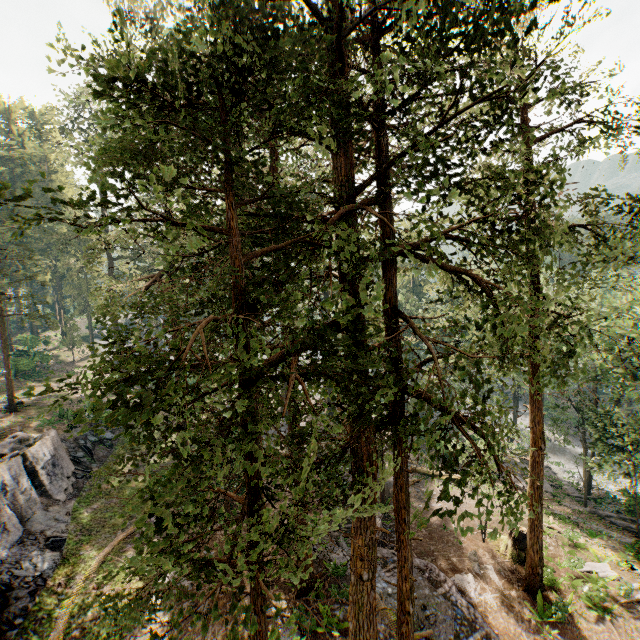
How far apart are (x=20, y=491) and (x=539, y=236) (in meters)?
27.04

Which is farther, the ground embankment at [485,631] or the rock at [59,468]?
the rock at [59,468]

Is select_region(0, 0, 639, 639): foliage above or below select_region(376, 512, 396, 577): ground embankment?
above

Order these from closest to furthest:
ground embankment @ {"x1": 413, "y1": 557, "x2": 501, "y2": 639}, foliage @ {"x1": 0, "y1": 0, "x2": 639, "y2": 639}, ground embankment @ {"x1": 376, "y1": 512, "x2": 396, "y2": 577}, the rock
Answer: foliage @ {"x1": 0, "y1": 0, "x2": 639, "y2": 639}
ground embankment @ {"x1": 413, "y1": 557, "x2": 501, "y2": 639}
the rock
ground embankment @ {"x1": 376, "y1": 512, "x2": 396, "y2": 577}

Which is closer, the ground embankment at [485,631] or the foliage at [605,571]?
the ground embankment at [485,631]

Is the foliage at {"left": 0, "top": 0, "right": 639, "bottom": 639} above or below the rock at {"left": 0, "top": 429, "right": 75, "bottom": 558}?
above

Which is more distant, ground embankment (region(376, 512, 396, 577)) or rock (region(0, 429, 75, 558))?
ground embankment (region(376, 512, 396, 577))
